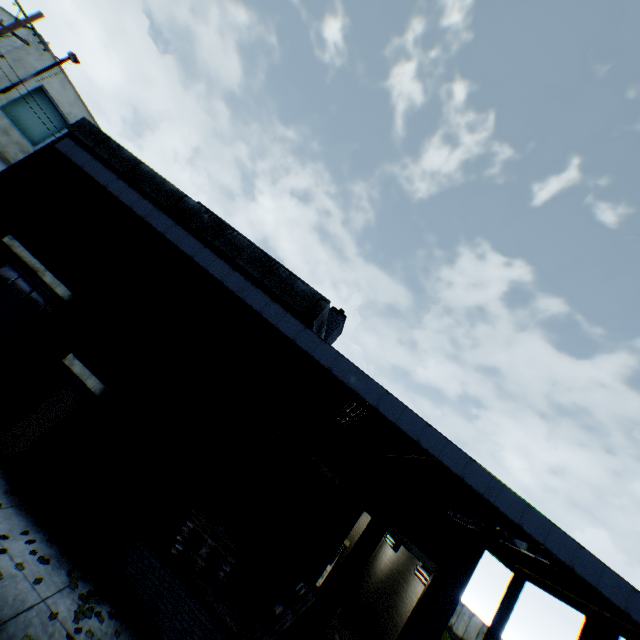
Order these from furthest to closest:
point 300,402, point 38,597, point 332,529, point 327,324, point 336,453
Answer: point 327,324
point 300,402
point 336,453
point 332,529
point 38,597

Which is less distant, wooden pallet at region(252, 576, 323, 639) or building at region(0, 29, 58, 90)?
wooden pallet at region(252, 576, 323, 639)

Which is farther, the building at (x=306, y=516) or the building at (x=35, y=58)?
the building at (x=35, y=58)

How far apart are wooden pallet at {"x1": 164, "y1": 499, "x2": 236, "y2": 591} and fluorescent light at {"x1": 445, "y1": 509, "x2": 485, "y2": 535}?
5.55m

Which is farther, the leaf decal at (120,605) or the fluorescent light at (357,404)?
the fluorescent light at (357,404)

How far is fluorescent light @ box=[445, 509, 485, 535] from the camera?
7.7 meters

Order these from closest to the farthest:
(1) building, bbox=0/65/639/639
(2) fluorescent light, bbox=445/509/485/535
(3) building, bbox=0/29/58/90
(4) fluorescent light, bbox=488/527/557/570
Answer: (4) fluorescent light, bbox=488/527/557/570
(1) building, bbox=0/65/639/639
(2) fluorescent light, bbox=445/509/485/535
(3) building, bbox=0/29/58/90

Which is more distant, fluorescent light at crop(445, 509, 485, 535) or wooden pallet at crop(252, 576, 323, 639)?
fluorescent light at crop(445, 509, 485, 535)
